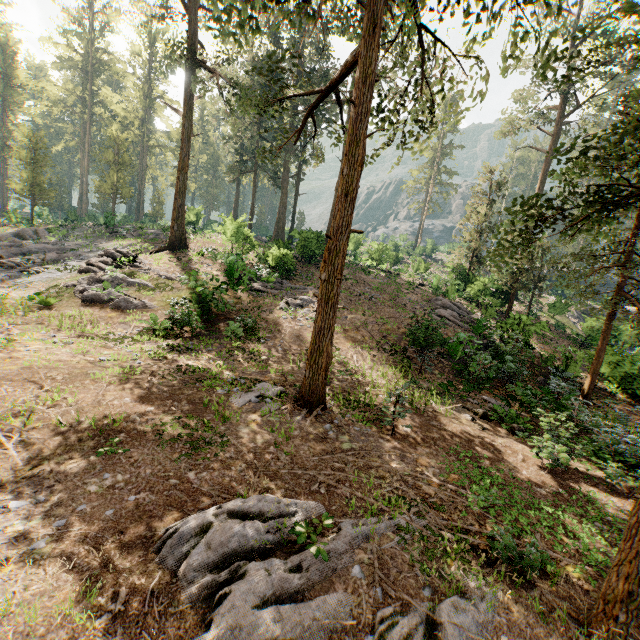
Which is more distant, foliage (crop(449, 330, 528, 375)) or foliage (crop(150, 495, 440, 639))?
foliage (crop(449, 330, 528, 375))

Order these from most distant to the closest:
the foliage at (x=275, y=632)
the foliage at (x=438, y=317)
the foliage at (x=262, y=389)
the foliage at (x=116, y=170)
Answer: the foliage at (x=438, y=317)
the foliage at (x=262, y=389)
the foliage at (x=116, y=170)
the foliage at (x=275, y=632)

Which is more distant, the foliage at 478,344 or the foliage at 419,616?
the foliage at 478,344

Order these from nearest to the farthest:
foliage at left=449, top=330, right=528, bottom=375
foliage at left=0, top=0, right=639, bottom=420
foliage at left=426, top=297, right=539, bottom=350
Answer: foliage at left=0, top=0, right=639, bottom=420
foliage at left=449, top=330, right=528, bottom=375
foliage at left=426, top=297, right=539, bottom=350

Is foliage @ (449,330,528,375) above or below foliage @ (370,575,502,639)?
above

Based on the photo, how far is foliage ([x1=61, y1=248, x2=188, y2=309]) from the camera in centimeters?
1662cm

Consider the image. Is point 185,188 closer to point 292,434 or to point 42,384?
point 42,384
